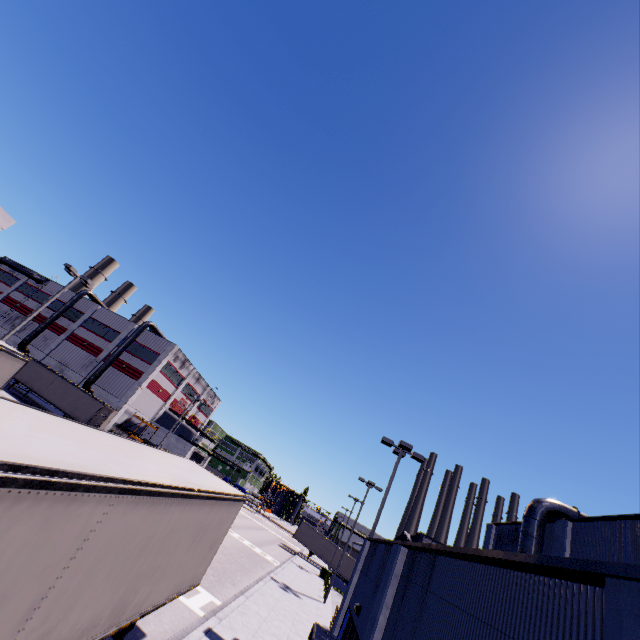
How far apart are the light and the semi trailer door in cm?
3067

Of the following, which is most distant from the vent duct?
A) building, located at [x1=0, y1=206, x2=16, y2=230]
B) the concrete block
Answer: the concrete block

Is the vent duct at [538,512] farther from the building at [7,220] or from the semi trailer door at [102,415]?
the semi trailer door at [102,415]

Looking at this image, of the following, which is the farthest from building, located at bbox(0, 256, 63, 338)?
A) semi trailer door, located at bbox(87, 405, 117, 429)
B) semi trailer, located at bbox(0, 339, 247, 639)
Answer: semi trailer door, located at bbox(87, 405, 117, 429)

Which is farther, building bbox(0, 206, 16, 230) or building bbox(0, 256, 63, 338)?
building bbox(0, 256, 63, 338)

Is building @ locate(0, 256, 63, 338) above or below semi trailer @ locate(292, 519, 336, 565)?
above

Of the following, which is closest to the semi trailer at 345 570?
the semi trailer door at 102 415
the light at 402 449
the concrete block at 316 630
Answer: the semi trailer door at 102 415

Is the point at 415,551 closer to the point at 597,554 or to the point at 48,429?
the point at 48,429
